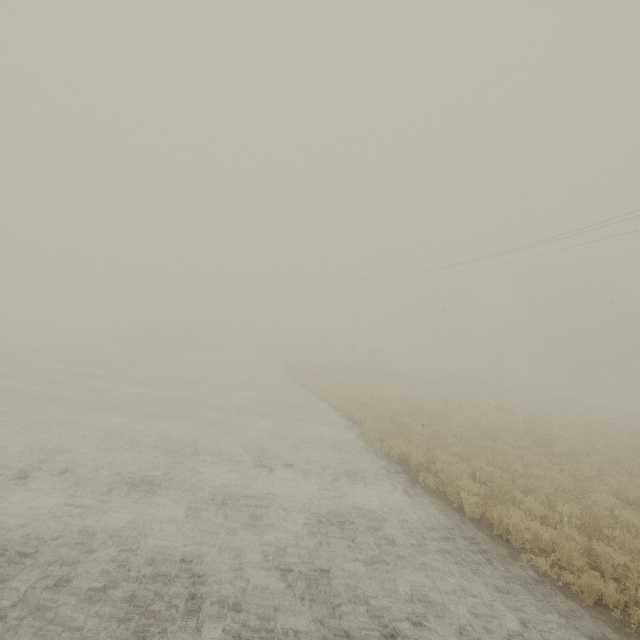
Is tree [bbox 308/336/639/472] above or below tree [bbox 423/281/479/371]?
below

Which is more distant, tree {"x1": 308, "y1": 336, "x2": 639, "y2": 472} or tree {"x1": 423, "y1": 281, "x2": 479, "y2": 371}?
tree {"x1": 423, "y1": 281, "x2": 479, "y2": 371}

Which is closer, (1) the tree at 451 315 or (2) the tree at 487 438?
(2) the tree at 487 438

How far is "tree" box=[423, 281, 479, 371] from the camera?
55.8m

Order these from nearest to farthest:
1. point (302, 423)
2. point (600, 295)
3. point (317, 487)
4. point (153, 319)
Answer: point (317, 487)
point (302, 423)
point (153, 319)
point (600, 295)

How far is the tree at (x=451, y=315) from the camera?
55.8m
